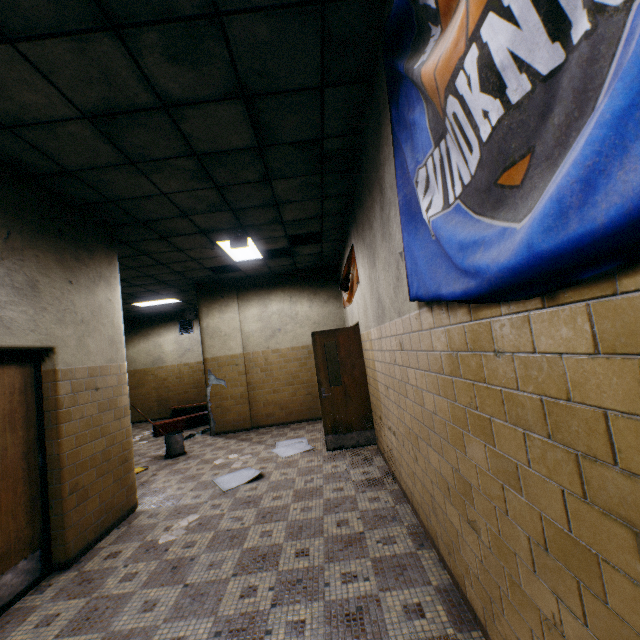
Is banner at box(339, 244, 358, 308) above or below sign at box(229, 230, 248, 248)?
below

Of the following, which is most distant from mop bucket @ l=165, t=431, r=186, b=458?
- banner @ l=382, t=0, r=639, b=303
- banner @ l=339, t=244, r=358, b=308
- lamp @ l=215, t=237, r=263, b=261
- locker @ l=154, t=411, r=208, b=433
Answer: banner @ l=382, t=0, r=639, b=303

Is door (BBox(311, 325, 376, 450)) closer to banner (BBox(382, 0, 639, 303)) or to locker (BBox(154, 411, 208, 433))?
banner (BBox(382, 0, 639, 303))

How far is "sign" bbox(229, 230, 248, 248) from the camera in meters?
5.4

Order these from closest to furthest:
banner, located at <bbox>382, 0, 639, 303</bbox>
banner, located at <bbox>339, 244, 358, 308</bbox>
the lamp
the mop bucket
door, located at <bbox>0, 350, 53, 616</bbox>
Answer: banner, located at <bbox>382, 0, 639, 303</bbox> → door, located at <bbox>0, 350, 53, 616</bbox> → banner, located at <bbox>339, 244, 358, 308</bbox> → the lamp → the mop bucket

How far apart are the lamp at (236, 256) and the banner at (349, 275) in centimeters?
179cm

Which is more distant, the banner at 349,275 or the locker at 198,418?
the locker at 198,418

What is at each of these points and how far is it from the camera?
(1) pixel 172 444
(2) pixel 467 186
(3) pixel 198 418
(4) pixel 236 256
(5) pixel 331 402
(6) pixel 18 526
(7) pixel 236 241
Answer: (1) mop bucket, 6.66m
(2) banner, 1.38m
(3) locker, 9.73m
(4) lamp, 6.81m
(5) door, 5.67m
(6) door, 2.89m
(7) sign, 5.45m
